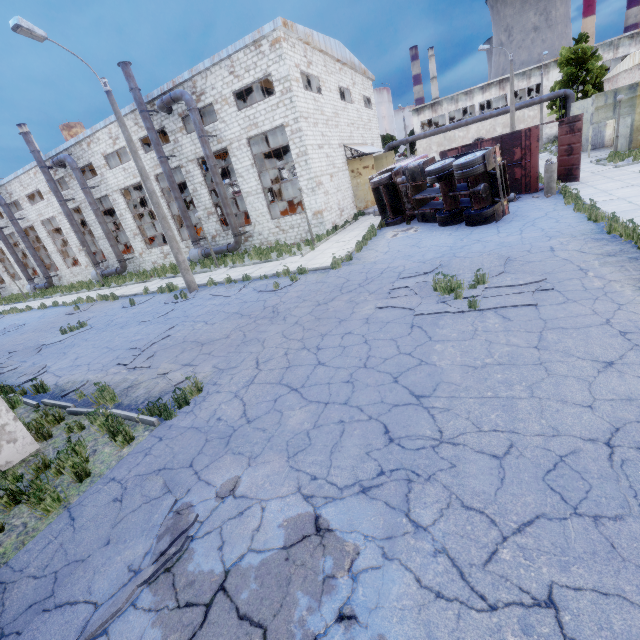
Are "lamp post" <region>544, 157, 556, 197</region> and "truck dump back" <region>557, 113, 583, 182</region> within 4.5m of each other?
yes

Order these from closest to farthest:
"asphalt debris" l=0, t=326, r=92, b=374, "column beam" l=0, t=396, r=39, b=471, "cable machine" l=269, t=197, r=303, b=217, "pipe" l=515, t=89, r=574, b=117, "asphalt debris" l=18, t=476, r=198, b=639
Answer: "asphalt debris" l=18, t=476, r=198, b=639
"column beam" l=0, t=396, r=39, b=471
"asphalt debris" l=0, t=326, r=92, b=374
"cable machine" l=269, t=197, r=303, b=217
"pipe" l=515, t=89, r=574, b=117

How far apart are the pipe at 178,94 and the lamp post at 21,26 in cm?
736

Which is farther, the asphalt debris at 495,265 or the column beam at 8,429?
the asphalt debris at 495,265

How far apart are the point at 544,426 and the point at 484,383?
1.0 meters

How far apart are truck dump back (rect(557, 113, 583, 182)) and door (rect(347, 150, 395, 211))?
12.4m

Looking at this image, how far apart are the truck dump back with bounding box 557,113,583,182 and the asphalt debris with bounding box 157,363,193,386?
19.5m

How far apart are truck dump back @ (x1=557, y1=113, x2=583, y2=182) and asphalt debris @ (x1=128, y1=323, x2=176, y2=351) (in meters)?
19.71
